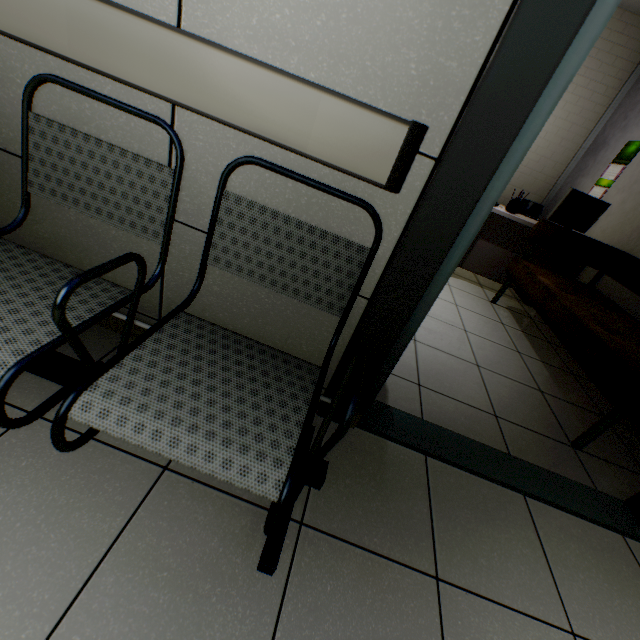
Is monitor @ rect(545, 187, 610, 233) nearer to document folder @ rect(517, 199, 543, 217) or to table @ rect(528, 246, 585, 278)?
table @ rect(528, 246, 585, 278)

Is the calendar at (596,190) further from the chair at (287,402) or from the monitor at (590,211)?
the chair at (287,402)

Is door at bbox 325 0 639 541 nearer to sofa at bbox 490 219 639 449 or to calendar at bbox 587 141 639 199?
sofa at bbox 490 219 639 449

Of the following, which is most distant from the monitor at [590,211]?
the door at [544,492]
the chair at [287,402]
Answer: the chair at [287,402]

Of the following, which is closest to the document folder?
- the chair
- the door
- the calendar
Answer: the calendar

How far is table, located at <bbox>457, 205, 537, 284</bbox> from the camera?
3.5m

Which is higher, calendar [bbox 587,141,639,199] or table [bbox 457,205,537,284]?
calendar [bbox 587,141,639,199]

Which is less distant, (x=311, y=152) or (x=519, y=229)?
(x=311, y=152)
